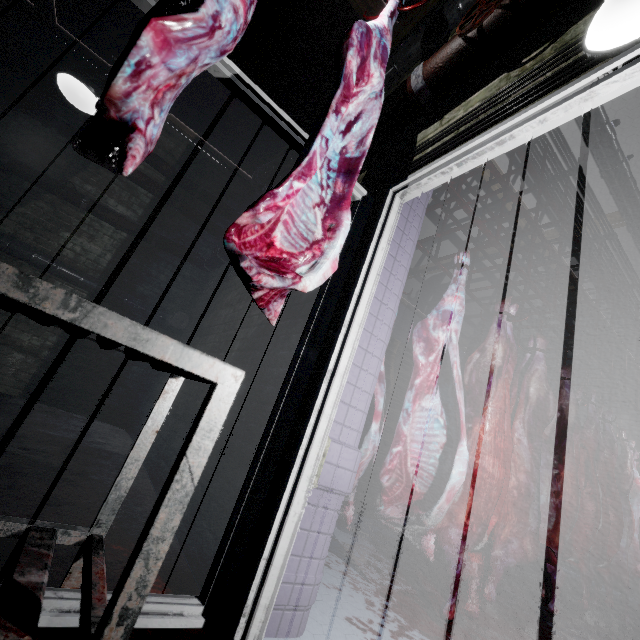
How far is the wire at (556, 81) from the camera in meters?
1.1 m

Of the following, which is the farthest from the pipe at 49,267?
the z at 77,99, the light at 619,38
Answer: the light at 619,38

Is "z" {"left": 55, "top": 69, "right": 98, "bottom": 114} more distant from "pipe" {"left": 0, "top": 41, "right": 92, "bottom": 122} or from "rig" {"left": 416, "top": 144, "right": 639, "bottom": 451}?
"rig" {"left": 416, "top": 144, "right": 639, "bottom": 451}

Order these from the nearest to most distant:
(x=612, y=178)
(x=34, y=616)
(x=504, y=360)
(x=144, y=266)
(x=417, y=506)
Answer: (x=34, y=616), (x=417, y=506), (x=504, y=360), (x=612, y=178), (x=144, y=266)

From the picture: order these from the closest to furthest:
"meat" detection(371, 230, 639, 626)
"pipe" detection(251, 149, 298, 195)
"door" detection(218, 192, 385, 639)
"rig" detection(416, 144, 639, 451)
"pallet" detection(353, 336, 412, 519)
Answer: "door" detection(218, 192, 385, 639) → "meat" detection(371, 230, 639, 626) → "rig" detection(416, 144, 639, 451) → "pipe" detection(251, 149, 298, 195) → "pallet" detection(353, 336, 412, 519)

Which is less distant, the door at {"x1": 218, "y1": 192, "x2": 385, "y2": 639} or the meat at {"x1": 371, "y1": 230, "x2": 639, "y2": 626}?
the door at {"x1": 218, "y1": 192, "x2": 385, "y2": 639}

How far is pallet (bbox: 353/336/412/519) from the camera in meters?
4.4

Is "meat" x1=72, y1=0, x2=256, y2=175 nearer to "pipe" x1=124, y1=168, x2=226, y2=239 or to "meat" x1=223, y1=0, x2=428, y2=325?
"meat" x1=223, y1=0, x2=428, y2=325
